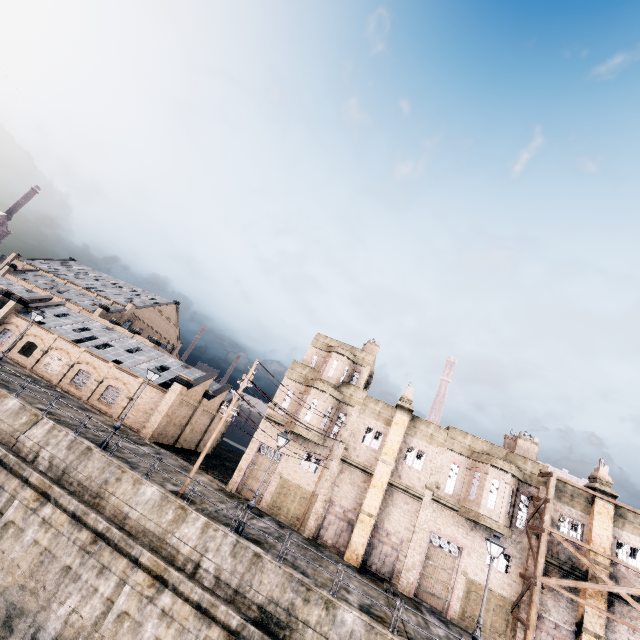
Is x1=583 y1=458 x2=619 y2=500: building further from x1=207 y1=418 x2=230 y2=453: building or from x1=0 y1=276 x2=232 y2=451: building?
x1=207 y1=418 x2=230 y2=453: building

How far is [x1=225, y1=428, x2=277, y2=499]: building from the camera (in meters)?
27.16

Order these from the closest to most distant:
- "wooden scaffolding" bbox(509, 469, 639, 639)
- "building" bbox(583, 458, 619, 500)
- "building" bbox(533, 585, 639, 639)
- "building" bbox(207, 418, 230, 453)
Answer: "wooden scaffolding" bbox(509, 469, 639, 639) → "building" bbox(533, 585, 639, 639) → "building" bbox(583, 458, 619, 500) → "building" bbox(207, 418, 230, 453)

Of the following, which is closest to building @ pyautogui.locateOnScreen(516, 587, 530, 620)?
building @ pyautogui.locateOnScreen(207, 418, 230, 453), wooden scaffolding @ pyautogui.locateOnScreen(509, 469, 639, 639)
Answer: wooden scaffolding @ pyautogui.locateOnScreen(509, 469, 639, 639)

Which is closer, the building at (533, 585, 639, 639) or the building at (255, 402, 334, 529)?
the building at (533, 585, 639, 639)

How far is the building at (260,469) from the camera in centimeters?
2716cm

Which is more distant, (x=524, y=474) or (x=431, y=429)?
(x=431, y=429)

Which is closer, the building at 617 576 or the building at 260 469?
the building at 617 576
